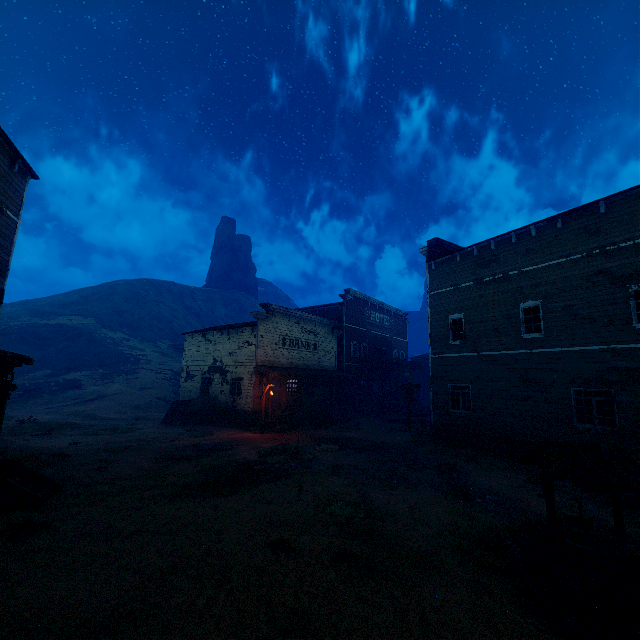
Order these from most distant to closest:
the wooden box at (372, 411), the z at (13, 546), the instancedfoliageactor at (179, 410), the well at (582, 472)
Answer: the wooden box at (372, 411), the instancedfoliageactor at (179, 410), the well at (582, 472), the z at (13, 546)

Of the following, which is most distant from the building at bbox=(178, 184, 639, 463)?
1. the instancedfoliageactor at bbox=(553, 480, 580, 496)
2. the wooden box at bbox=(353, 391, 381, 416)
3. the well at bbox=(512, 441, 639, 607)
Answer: the well at bbox=(512, 441, 639, 607)

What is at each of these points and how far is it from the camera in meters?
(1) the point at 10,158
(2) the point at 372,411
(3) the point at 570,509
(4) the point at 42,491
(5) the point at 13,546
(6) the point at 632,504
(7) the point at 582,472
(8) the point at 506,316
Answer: (1) building, 11.6 m
(2) wooden box, 30.4 m
(3) z, 9.1 m
(4) building, 8.6 m
(5) z, 6.1 m
(6) instancedfoliageactor, 9.2 m
(7) well, 5.4 m
(8) building, 16.2 m

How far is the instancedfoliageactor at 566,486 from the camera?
10.4m

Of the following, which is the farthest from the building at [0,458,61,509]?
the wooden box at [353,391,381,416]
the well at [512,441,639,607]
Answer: the well at [512,441,639,607]

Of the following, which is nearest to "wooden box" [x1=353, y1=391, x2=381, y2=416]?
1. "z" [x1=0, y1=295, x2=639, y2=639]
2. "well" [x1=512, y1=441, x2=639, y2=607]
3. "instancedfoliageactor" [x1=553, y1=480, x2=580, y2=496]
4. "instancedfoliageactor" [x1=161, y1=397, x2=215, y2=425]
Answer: "z" [x1=0, y1=295, x2=639, y2=639]

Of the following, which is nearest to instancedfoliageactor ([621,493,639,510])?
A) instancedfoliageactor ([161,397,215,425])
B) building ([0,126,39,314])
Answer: building ([0,126,39,314])

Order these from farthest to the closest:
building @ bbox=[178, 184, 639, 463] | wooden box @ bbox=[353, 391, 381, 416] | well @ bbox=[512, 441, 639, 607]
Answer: wooden box @ bbox=[353, 391, 381, 416] → building @ bbox=[178, 184, 639, 463] → well @ bbox=[512, 441, 639, 607]
